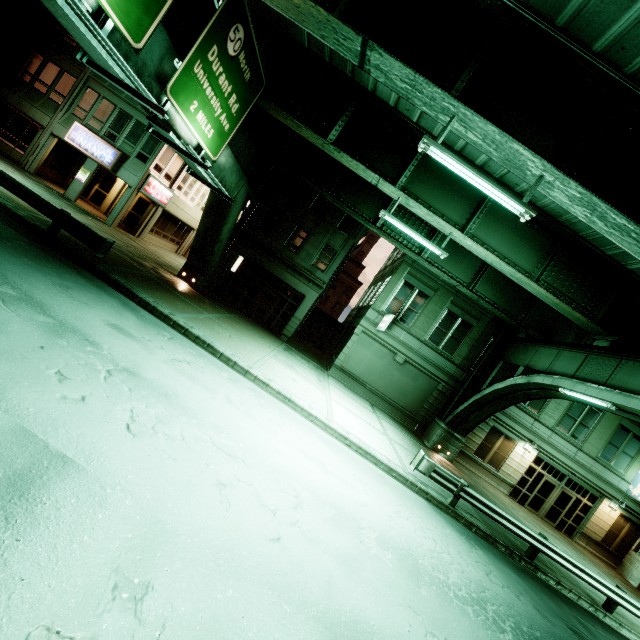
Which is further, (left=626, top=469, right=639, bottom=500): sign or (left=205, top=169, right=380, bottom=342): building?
(left=205, top=169, right=380, bottom=342): building

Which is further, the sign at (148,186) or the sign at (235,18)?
the sign at (148,186)

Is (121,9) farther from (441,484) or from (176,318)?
(441,484)

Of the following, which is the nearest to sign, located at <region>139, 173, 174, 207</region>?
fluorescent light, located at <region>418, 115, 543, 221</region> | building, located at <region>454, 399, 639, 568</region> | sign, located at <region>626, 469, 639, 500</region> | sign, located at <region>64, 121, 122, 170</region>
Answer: sign, located at <region>64, 121, 122, 170</region>

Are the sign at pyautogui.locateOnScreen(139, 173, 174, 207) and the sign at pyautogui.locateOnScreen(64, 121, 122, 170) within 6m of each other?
yes

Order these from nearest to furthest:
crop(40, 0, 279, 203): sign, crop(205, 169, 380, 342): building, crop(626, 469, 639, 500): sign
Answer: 1. crop(40, 0, 279, 203): sign
2. crop(626, 469, 639, 500): sign
3. crop(205, 169, 380, 342): building

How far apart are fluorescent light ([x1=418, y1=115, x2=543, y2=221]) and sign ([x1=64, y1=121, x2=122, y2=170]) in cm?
2090

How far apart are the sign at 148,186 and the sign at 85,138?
1.8m
